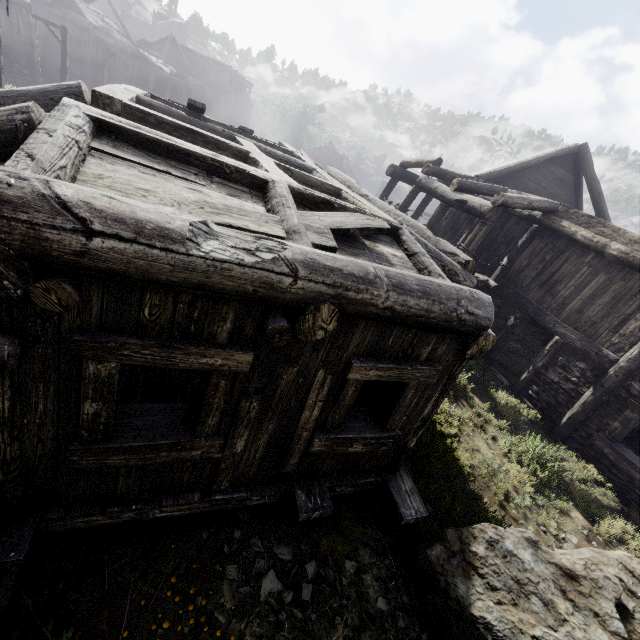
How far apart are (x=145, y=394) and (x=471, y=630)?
5.0 meters
